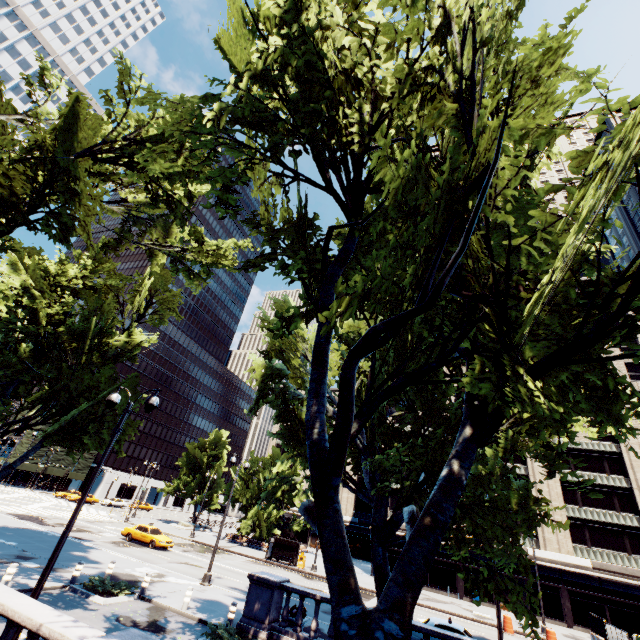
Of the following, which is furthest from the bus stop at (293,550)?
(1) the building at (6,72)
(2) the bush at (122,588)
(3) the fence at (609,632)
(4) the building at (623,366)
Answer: (1) the building at (6,72)

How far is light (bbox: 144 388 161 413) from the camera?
10.6m

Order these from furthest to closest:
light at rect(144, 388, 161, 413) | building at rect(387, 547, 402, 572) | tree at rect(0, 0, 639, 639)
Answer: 1. building at rect(387, 547, 402, 572)
2. light at rect(144, 388, 161, 413)
3. tree at rect(0, 0, 639, 639)

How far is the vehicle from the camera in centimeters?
2845cm

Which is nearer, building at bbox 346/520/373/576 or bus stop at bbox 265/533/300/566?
bus stop at bbox 265/533/300/566

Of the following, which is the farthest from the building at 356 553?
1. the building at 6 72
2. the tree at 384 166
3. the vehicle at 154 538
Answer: the building at 6 72

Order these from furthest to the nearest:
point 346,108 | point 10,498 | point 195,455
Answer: point 195,455 → point 10,498 → point 346,108
